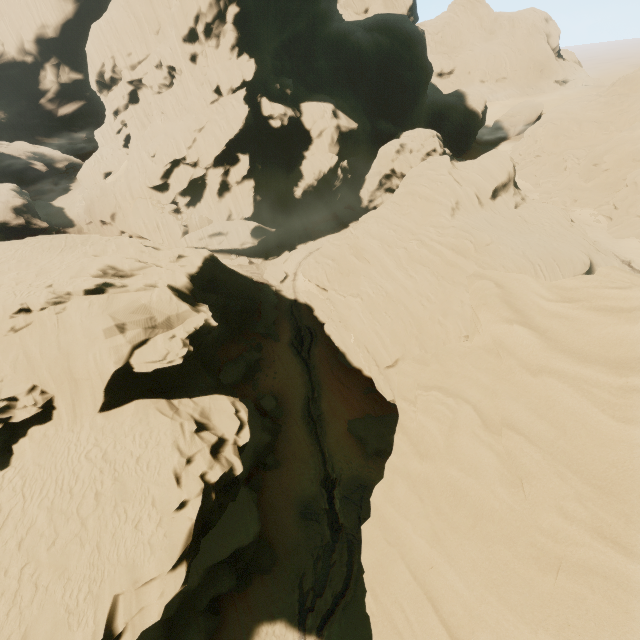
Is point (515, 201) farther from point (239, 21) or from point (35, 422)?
point (35, 422)
